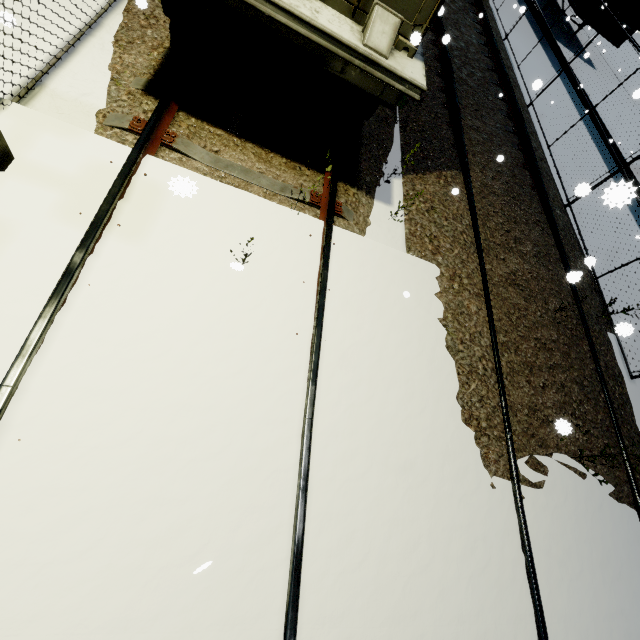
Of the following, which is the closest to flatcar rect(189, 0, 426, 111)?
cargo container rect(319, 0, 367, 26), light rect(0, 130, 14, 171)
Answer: cargo container rect(319, 0, 367, 26)

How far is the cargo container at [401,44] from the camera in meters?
3.2 m

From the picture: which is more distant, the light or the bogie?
the bogie

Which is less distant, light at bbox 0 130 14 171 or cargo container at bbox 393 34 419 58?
light at bbox 0 130 14 171

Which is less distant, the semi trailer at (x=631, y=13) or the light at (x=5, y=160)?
the light at (x=5, y=160)

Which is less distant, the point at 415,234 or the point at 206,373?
the point at 206,373

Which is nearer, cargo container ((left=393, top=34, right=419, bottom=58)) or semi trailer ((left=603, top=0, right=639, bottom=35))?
cargo container ((left=393, top=34, right=419, bottom=58))

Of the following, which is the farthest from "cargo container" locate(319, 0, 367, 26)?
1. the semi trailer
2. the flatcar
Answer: the semi trailer
